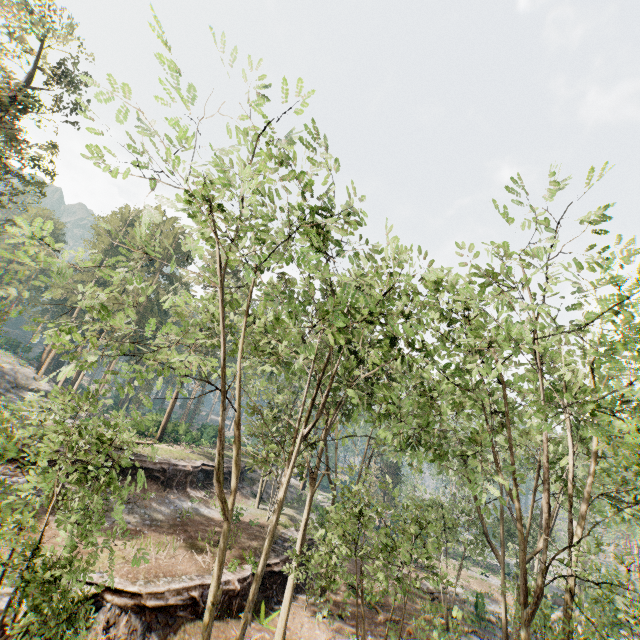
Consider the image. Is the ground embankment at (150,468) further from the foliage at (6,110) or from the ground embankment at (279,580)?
the ground embankment at (279,580)

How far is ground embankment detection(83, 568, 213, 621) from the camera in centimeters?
1354cm

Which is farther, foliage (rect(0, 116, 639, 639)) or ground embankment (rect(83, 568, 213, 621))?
ground embankment (rect(83, 568, 213, 621))

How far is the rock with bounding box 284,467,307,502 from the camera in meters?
38.5

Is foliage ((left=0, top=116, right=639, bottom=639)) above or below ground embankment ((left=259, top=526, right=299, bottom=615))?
above

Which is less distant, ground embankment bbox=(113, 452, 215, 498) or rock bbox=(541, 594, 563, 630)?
ground embankment bbox=(113, 452, 215, 498)

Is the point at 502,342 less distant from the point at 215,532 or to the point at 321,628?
the point at 321,628

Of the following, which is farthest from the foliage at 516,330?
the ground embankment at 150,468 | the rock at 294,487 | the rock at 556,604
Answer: the ground embankment at 150,468
